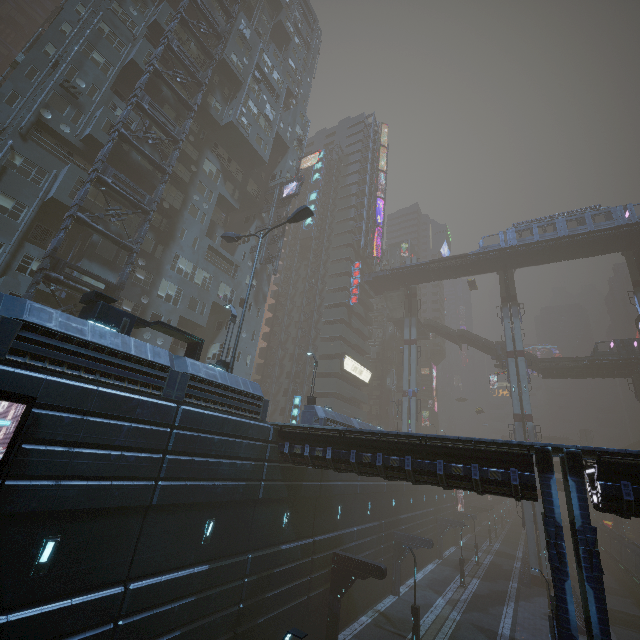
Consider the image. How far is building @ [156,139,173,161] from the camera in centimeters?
2797cm

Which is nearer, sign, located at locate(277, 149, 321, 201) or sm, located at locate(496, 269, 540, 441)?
sign, located at locate(277, 149, 321, 201)

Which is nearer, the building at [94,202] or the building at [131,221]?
the building at [94,202]

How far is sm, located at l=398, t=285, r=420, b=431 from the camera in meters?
51.7

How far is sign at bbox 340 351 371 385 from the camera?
49.88m

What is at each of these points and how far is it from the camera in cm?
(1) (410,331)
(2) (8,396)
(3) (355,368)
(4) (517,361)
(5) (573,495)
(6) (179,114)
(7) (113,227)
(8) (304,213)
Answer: (1) sm, 5691
(2) sign, 796
(3) sign, 5288
(4) sm, 5556
(5) building, 1101
(6) building, 3009
(7) building, 2392
(8) street light, 2194

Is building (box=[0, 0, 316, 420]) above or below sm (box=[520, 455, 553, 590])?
above

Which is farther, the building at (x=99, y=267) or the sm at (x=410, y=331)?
the sm at (x=410, y=331)
